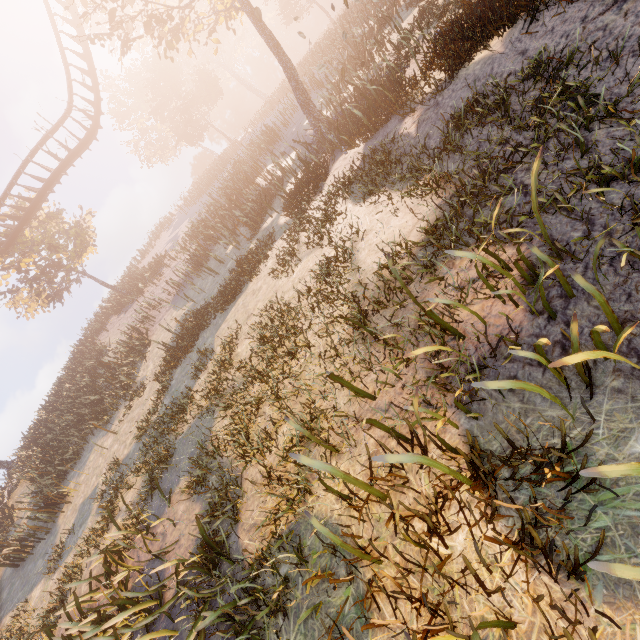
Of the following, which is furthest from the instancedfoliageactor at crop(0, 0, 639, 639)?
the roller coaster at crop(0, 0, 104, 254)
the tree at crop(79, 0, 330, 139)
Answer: the tree at crop(79, 0, 330, 139)

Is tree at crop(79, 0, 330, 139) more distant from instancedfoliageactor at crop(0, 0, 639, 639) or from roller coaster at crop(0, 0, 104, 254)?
instancedfoliageactor at crop(0, 0, 639, 639)

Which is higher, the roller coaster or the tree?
the roller coaster

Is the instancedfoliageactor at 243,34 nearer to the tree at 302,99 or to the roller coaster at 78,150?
the roller coaster at 78,150

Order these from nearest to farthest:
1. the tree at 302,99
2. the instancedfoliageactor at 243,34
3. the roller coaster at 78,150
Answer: the instancedfoliageactor at 243,34
the tree at 302,99
the roller coaster at 78,150

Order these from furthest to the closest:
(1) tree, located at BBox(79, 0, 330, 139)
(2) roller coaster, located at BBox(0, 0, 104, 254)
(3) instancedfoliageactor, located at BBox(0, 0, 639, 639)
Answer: (2) roller coaster, located at BBox(0, 0, 104, 254)
(1) tree, located at BBox(79, 0, 330, 139)
(3) instancedfoliageactor, located at BBox(0, 0, 639, 639)

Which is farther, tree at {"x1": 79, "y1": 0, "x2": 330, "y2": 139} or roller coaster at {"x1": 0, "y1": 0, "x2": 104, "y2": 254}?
roller coaster at {"x1": 0, "y1": 0, "x2": 104, "y2": 254}

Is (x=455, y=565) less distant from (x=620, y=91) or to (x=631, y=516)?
(x=631, y=516)
